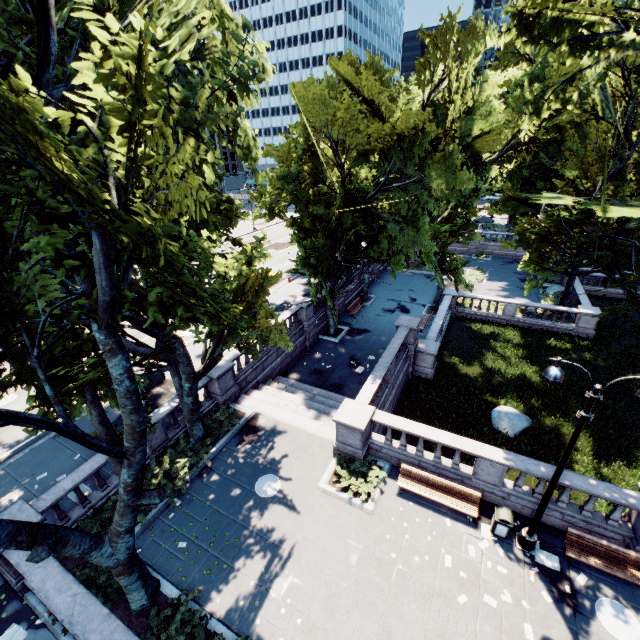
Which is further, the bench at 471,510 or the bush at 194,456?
the bush at 194,456

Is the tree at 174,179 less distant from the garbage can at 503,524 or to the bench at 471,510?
the bench at 471,510

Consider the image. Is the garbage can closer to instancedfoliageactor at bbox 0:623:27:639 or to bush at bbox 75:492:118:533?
bush at bbox 75:492:118:533

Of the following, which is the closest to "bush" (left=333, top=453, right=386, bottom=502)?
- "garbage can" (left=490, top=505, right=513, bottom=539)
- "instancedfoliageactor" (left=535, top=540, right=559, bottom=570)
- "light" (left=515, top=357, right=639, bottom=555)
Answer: "garbage can" (left=490, top=505, right=513, bottom=539)

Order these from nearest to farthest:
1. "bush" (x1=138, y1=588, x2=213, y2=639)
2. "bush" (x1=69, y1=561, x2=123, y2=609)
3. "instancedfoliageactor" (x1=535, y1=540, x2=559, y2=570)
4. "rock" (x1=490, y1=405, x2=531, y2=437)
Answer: "bush" (x1=138, y1=588, x2=213, y2=639) < "bush" (x1=69, y1=561, x2=123, y2=609) < "instancedfoliageactor" (x1=535, y1=540, x2=559, y2=570) < "rock" (x1=490, y1=405, x2=531, y2=437)

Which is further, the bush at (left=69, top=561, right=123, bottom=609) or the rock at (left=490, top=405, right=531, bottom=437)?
the rock at (left=490, top=405, right=531, bottom=437)

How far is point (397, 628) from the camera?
9.3m

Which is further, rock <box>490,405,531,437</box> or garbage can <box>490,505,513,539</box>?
rock <box>490,405,531,437</box>
